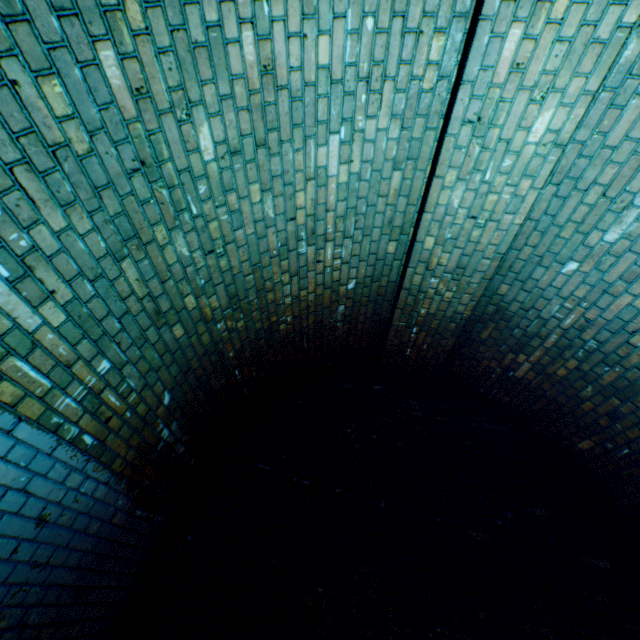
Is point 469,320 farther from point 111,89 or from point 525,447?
point 111,89
